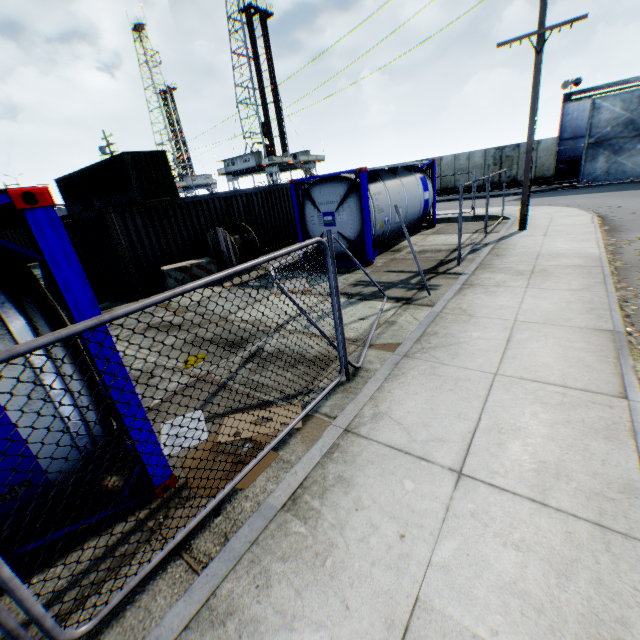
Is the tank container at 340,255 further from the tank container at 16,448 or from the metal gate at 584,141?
the metal gate at 584,141

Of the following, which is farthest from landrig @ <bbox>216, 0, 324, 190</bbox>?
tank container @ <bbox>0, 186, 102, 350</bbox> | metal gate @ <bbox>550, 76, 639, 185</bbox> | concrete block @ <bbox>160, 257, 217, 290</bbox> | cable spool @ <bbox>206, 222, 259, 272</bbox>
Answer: tank container @ <bbox>0, 186, 102, 350</bbox>

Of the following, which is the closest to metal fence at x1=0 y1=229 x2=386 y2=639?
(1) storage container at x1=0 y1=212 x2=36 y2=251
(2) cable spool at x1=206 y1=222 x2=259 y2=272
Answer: (2) cable spool at x1=206 y1=222 x2=259 y2=272

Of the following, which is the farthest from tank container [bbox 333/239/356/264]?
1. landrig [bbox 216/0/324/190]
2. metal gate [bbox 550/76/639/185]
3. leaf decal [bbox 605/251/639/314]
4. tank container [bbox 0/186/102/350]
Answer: landrig [bbox 216/0/324/190]

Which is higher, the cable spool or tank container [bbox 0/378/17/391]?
tank container [bbox 0/378/17/391]

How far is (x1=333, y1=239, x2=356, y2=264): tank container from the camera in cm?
1124

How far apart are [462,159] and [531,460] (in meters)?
31.19

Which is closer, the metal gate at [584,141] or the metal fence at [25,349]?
the metal fence at [25,349]
